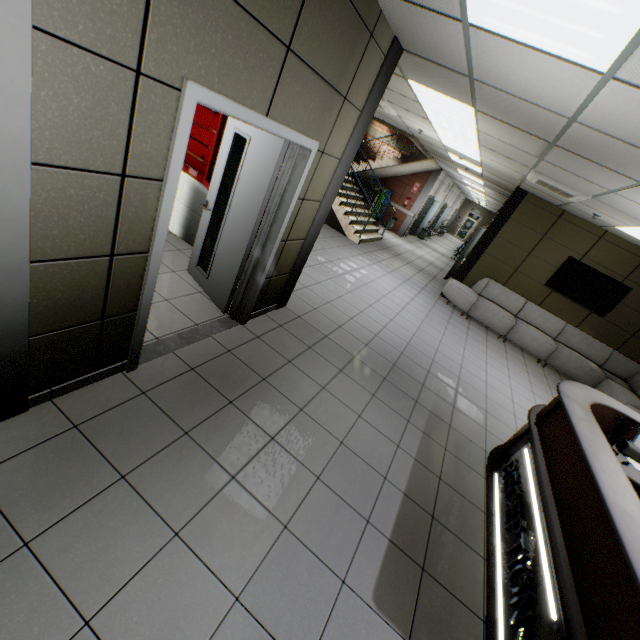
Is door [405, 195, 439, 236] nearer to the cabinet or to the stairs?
the stairs

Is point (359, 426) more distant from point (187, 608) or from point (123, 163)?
point (123, 163)

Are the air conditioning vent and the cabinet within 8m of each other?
yes

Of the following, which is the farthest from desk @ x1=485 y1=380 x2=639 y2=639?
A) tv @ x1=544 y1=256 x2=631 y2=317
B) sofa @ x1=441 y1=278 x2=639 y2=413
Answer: tv @ x1=544 y1=256 x2=631 y2=317

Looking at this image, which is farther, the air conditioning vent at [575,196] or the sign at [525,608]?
the air conditioning vent at [575,196]

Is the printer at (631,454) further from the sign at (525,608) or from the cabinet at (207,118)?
the cabinet at (207,118)

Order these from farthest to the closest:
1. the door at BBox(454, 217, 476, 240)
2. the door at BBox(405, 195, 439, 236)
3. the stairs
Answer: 1. the door at BBox(454, 217, 476, 240)
2. the door at BBox(405, 195, 439, 236)
3. the stairs

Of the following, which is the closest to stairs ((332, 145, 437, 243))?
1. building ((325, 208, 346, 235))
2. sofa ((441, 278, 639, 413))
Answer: building ((325, 208, 346, 235))
